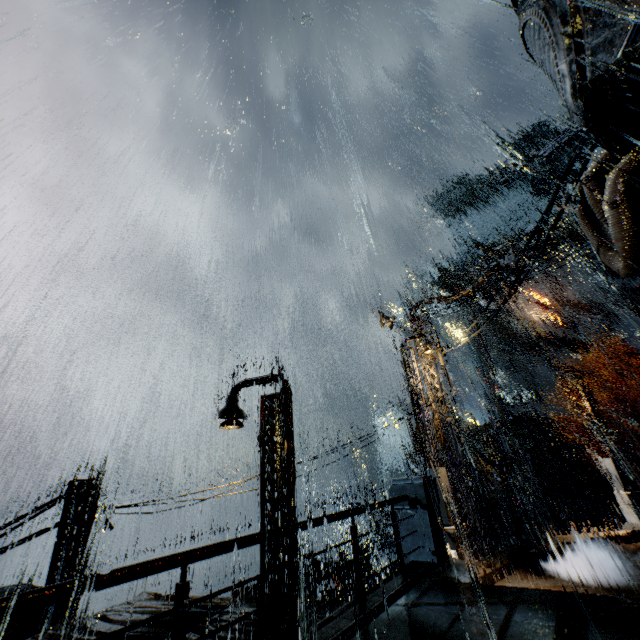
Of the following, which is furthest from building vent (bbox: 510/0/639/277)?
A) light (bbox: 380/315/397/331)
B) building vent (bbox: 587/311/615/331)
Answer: building vent (bbox: 587/311/615/331)

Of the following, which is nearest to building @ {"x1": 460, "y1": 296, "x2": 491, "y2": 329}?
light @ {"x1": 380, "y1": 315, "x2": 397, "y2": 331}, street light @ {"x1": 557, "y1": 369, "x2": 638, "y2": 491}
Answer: light @ {"x1": 380, "y1": 315, "x2": 397, "y2": 331}

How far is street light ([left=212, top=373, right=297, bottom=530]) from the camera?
9.81m

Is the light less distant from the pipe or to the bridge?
the bridge

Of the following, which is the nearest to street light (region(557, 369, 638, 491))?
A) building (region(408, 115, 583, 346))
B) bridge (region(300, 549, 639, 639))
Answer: building (region(408, 115, 583, 346))

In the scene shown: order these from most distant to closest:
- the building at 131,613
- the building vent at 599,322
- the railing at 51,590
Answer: the building vent at 599,322 < the building at 131,613 < the railing at 51,590

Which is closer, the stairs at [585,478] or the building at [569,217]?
the building at [569,217]

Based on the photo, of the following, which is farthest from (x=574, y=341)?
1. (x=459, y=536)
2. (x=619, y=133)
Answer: (x=619, y=133)
